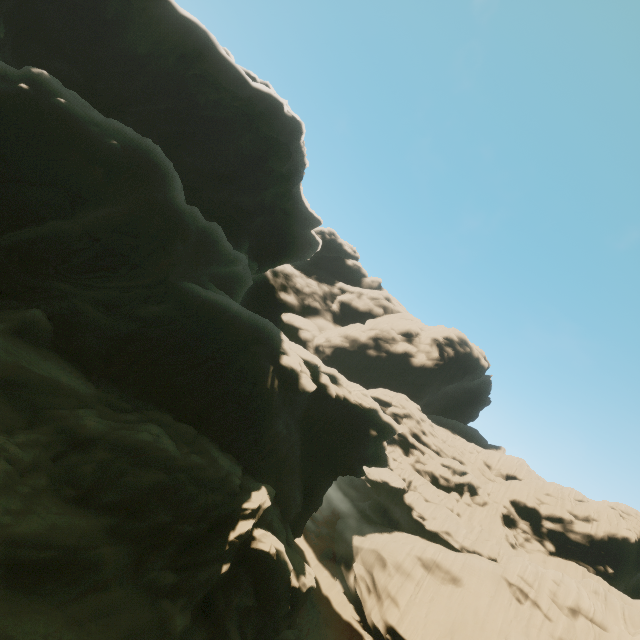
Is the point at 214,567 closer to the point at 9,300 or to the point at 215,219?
the point at 9,300
